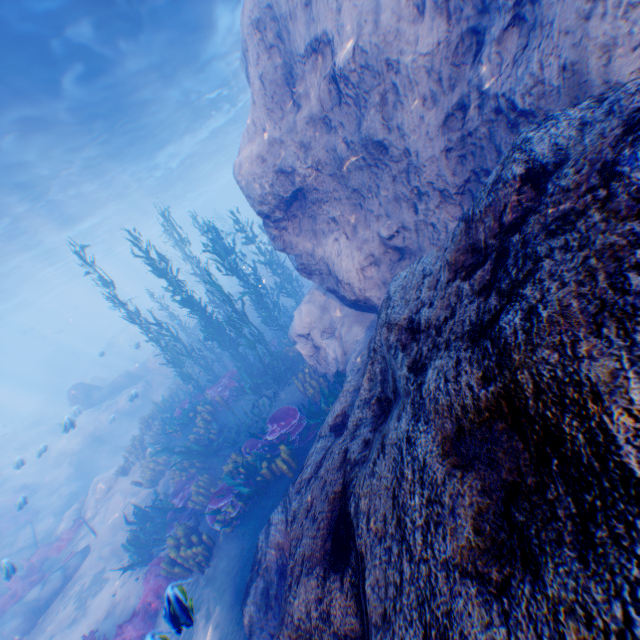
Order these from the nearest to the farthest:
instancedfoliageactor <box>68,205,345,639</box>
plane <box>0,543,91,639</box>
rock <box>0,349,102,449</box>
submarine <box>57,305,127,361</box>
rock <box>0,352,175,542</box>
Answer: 1. instancedfoliageactor <box>68,205,345,639</box>
2. plane <box>0,543,91,639</box>
3. rock <box>0,352,175,542</box>
4. rock <box>0,349,102,449</box>
5. submarine <box>57,305,127,361</box>

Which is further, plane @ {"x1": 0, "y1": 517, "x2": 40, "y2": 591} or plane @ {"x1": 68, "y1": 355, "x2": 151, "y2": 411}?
plane @ {"x1": 68, "y1": 355, "x2": 151, "y2": 411}

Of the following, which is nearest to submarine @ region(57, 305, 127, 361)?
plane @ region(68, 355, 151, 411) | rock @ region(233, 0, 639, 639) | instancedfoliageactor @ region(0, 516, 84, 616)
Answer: rock @ region(233, 0, 639, 639)

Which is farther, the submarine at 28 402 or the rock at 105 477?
the submarine at 28 402

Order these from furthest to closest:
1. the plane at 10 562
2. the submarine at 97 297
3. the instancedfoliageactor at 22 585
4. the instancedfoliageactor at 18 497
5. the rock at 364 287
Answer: the submarine at 97 297
the instancedfoliageactor at 18 497
the instancedfoliageactor at 22 585
the plane at 10 562
the rock at 364 287

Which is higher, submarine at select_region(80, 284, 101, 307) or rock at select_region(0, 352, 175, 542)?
submarine at select_region(80, 284, 101, 307)

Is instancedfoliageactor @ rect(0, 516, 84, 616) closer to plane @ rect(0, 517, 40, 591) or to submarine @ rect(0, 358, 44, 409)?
plane @ rect(0, 517, 40, 591)

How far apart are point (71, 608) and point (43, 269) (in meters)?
33.15
